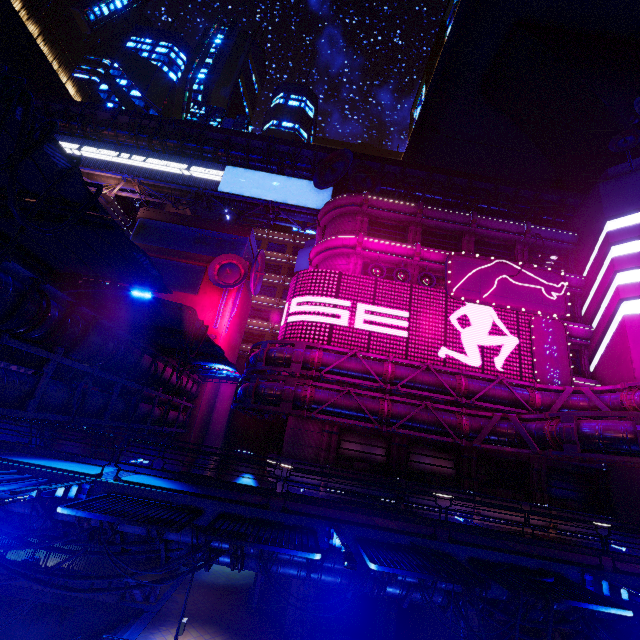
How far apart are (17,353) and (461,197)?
41.1m

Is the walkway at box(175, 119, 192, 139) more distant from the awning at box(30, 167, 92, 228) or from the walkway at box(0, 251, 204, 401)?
the awning at box(30, 167, 92, 228)

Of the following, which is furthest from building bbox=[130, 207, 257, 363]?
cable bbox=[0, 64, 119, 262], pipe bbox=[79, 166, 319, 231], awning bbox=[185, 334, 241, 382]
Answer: cable bbox=[0, 64, 119, 262]

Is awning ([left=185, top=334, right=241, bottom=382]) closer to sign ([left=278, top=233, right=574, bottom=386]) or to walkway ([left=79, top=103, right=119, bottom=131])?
sign ([left=278, top=233, right=574, bottom=386])

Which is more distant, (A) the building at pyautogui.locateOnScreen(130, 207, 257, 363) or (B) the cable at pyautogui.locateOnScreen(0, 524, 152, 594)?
(A) the building at pyautogui.locateOnScreen(130, 207, 257, 363)

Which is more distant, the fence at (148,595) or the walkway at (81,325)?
the fence at (148,595)

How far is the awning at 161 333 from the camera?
12.79m

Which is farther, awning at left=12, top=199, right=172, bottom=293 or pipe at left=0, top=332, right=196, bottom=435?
pipe at left=0, top=332, right=196, bottom=435
